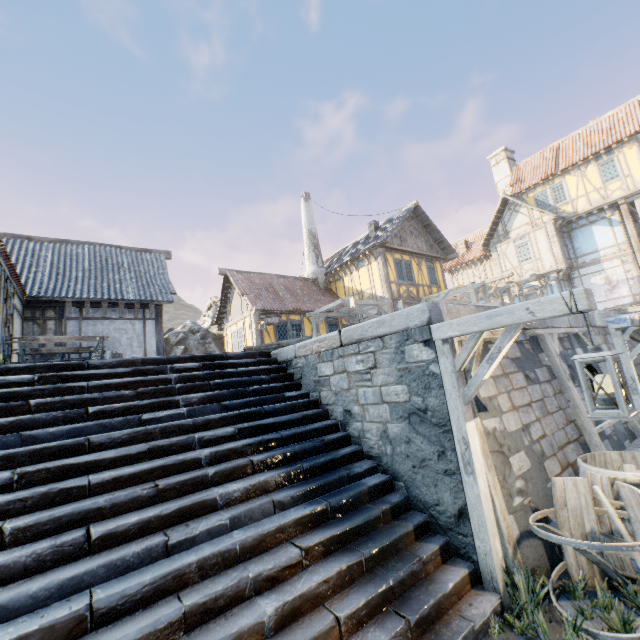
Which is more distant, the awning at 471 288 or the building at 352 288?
the building at 352 288

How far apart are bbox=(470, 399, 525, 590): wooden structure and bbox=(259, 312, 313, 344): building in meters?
11.8

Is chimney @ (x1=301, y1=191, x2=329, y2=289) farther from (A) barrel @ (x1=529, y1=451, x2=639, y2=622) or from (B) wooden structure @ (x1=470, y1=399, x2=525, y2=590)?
(A) barrel @ (x1=529, y1=451, x2=639, y2=622)

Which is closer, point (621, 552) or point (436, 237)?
point (621, 552)

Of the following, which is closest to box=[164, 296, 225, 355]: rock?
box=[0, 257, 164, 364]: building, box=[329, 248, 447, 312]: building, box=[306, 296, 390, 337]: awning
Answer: box=[0, 257, 164, 364]: building

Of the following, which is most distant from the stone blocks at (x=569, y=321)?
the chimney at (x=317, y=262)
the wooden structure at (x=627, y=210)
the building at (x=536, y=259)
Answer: the chimney at (x=317, y=262)

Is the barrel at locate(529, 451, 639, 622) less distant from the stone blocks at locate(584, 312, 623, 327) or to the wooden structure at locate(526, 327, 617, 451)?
the stone blocks at locate(584, 312, 623, 327)

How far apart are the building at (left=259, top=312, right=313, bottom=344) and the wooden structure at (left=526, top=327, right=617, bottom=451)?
11.51m
